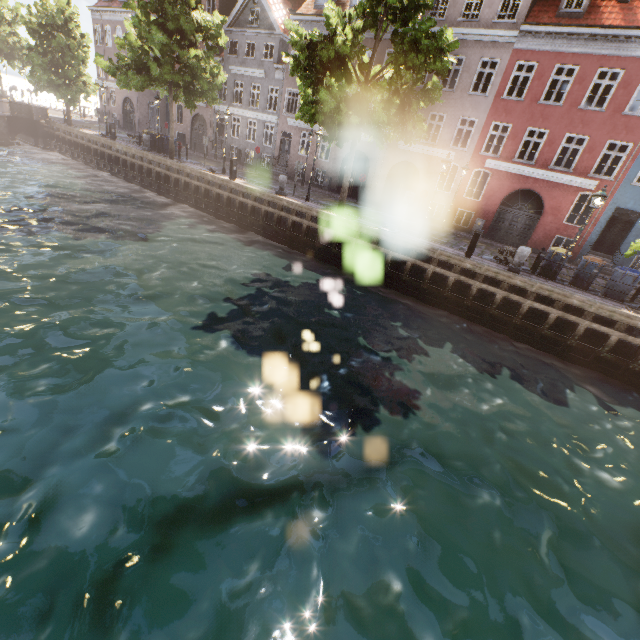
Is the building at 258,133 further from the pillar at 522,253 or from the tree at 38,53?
the pillar at 522,253

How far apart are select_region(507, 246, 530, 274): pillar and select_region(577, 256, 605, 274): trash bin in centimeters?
253cm

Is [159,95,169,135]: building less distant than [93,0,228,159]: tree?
No

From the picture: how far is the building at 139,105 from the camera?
35.6m

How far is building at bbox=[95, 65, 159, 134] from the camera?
35.56m

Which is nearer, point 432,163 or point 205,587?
point 205,587

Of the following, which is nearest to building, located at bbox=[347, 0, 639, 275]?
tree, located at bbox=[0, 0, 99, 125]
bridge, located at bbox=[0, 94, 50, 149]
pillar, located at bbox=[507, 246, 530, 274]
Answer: tree, located at bbox=[0, 0, 99, 125]
